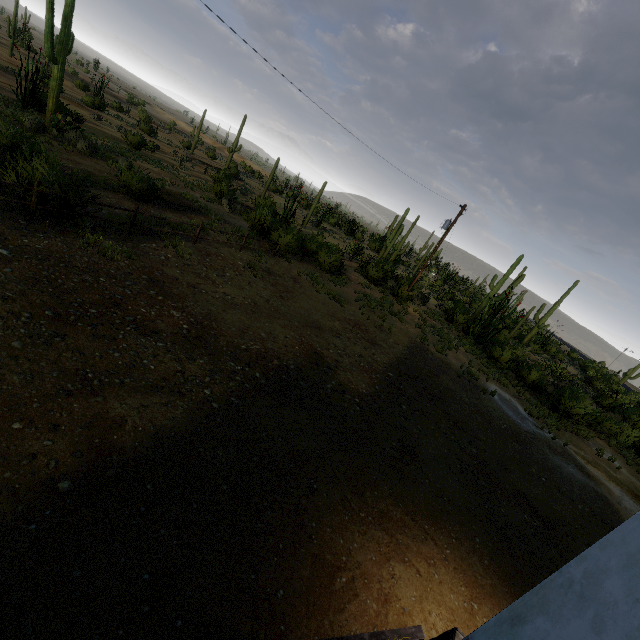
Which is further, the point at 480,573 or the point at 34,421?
the point at 480,573

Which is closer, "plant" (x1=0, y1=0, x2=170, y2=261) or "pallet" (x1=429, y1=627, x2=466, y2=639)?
"pallet" (x1=429, y1=627, x2=466, y2=639)

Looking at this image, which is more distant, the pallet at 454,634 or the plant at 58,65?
the plant at 58,65
